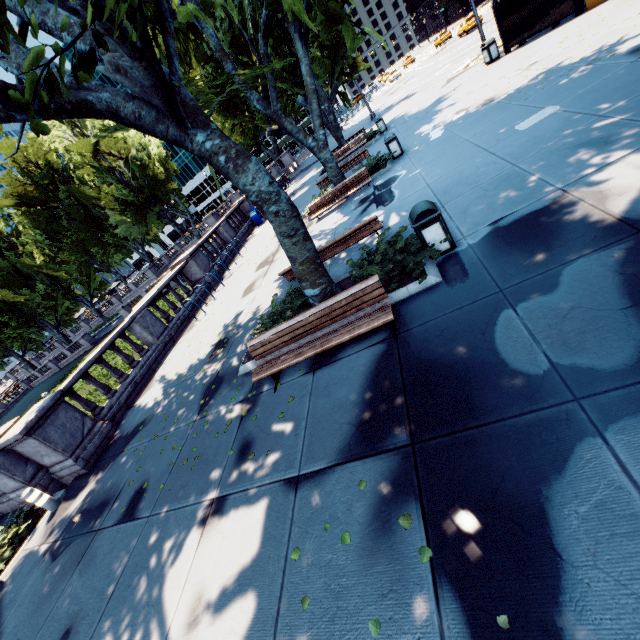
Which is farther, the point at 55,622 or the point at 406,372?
the point at 55,622

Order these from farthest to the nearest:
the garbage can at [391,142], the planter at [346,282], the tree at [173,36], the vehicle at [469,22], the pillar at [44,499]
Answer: the vehicle at [469,22] → the garbage can at [391,142] → the pillar at [44,499] → the planter at [346,282] → the tree at [173,36]

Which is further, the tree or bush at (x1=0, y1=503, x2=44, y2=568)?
bush at (x1=0, y1=503, x2=44, y2=568)

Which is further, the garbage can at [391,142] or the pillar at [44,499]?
the garbage can at [391,142]

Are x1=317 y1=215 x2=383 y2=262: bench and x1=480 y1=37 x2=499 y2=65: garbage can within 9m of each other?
no

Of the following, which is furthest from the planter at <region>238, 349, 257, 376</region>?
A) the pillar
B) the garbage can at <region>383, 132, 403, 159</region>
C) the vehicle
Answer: the vehicle

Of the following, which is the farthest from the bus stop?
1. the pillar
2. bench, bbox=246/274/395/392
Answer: the pillar

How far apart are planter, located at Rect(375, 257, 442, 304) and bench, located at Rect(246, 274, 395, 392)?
0.68m
